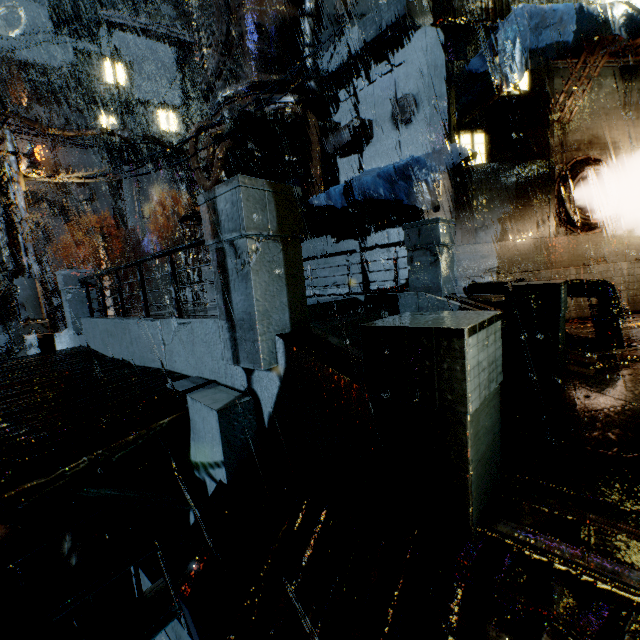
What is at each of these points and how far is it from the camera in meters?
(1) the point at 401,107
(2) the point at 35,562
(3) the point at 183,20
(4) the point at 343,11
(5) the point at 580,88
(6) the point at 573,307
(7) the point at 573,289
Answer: (1) building vent, 11.3
(2) building vent, 10.8
(3) rock, 59.8
(4) building vent, 11.7
(5) building, 10.9
(6) building, 11.6
(7) pipe, 7.0

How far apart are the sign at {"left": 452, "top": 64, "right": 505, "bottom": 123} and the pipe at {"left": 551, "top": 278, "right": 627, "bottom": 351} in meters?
4.9

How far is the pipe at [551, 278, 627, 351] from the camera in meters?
6.3 m

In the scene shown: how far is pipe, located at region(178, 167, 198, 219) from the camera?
54.0 meters

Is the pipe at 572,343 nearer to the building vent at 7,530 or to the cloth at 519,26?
the cloth at 519,26

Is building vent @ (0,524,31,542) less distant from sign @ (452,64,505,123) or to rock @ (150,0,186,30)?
sign @ (452,64,505,123)

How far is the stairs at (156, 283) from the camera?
45.3 meters
